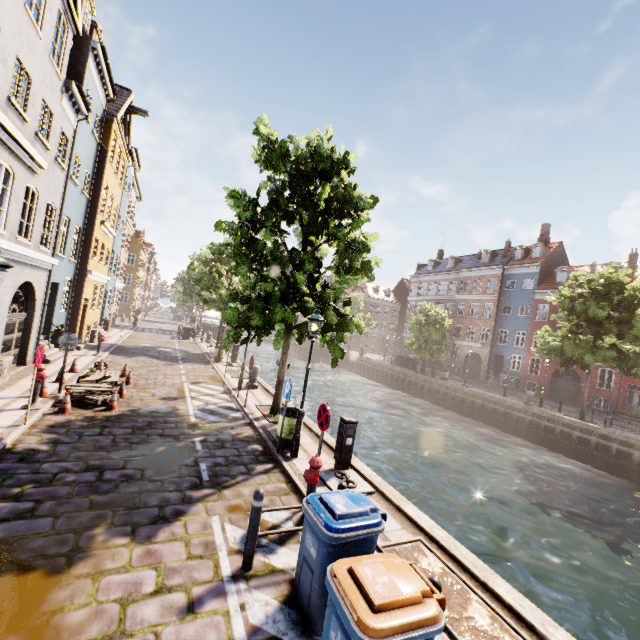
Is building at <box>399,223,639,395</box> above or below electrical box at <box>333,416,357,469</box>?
above

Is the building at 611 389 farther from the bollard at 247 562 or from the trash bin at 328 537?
the bollard at 247 562

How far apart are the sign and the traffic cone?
7.4m

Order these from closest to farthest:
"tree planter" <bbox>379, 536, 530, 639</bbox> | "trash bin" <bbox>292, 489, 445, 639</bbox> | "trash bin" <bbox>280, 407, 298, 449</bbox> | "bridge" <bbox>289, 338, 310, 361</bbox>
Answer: "trash bin" <bbox>292, 489, 445, 639</bbox> < "tree planter" <bbox>379, 536, 530, 639</bbox> < "trash bin" <bbox>280, 407, 298, 449</bbox> < "bridge" <bbox>289, 338, 310, 361</bbox>

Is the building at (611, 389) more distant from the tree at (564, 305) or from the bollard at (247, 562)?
the bollard at (247, 562)

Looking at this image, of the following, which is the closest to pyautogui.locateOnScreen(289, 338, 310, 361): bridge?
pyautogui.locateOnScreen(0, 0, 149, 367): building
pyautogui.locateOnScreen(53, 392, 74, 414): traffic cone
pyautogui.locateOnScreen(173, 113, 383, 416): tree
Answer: pyautogui.locateOnScreen(173, 113, 383, 416): tree

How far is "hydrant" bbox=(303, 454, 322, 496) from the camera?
5.77m

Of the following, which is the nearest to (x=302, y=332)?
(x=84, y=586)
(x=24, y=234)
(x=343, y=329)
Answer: (x=343, y=329)
